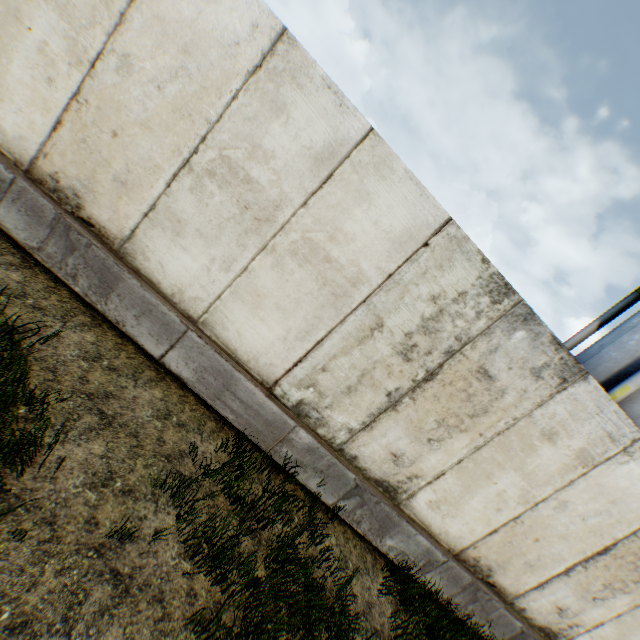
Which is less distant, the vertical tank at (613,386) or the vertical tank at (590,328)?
the vertical tank at (613,386)

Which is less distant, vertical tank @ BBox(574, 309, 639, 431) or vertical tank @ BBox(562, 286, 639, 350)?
vertical tank @ BBox(574, 309, 639, 431)

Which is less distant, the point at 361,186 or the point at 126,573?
the point at 126,573
